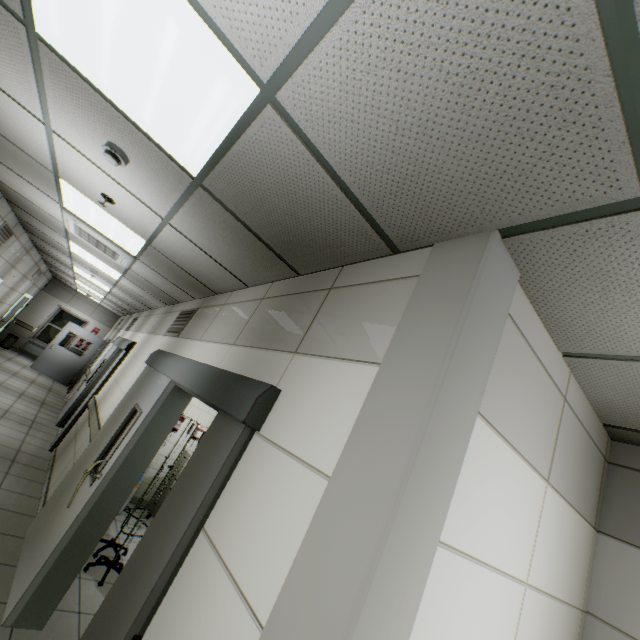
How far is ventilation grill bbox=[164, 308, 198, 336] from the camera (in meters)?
4.51

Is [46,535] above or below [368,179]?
below

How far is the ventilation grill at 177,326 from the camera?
4.51m

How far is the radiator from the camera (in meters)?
13.37

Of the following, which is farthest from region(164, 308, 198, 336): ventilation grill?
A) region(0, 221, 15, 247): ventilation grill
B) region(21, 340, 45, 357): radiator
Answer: region(21, 340, 45, 357): radiator

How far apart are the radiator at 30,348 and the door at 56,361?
2.3 meters

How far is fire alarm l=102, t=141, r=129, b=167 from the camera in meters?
2.2 m

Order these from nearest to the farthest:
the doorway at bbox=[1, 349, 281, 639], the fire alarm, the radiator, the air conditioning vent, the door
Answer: the doorway at bbox=[1, 349, 281, 639] < the fire alarm < the air conditioning vent < the door < the radiator
